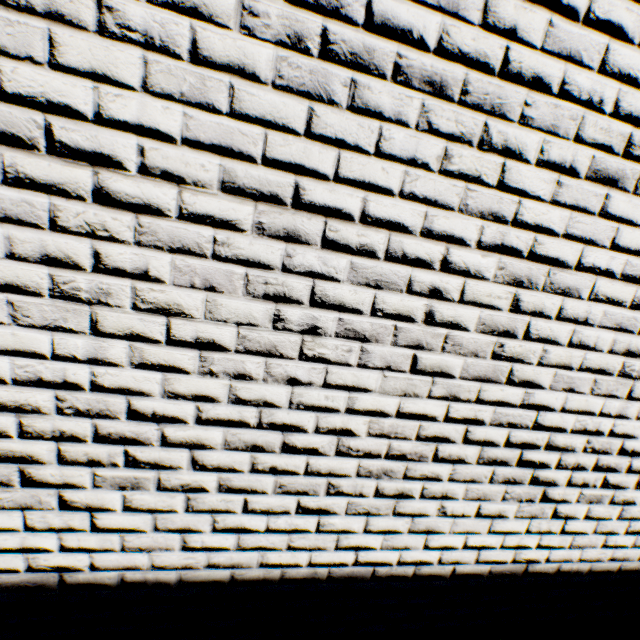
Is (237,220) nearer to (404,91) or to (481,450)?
(404,91)
